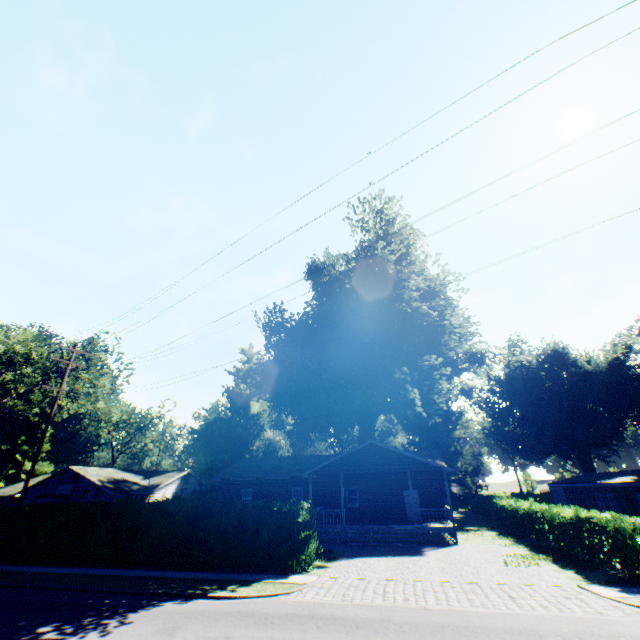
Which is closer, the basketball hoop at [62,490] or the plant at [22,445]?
the basketball hoop at [62,490]

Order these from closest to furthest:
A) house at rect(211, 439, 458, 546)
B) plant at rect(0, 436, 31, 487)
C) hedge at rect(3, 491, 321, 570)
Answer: hedge at rect(3, 491, 321, 570) < house at rect(211, 439, 458, 546) < plant at rect(0, 436, 31, 487)

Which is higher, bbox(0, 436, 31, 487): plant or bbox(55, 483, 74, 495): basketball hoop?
bbox(0, 436, 31, 487): plant

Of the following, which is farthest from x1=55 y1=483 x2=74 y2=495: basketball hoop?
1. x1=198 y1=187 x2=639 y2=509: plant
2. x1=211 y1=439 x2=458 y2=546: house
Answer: x1=198 y1=187 x2=639 y2=509: plant

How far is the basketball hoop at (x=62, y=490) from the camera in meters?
29.2 m

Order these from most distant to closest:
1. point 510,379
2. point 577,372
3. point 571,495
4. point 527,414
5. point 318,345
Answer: point 527,414
point 510,379
point 577,372
point 571,495
point 318,345

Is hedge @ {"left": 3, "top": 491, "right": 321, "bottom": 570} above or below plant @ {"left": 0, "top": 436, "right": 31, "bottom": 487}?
below

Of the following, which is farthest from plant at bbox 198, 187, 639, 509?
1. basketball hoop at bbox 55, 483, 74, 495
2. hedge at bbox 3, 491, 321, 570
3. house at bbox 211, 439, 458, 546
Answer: basketball hoop at bbox 55, 483, 74, 495
